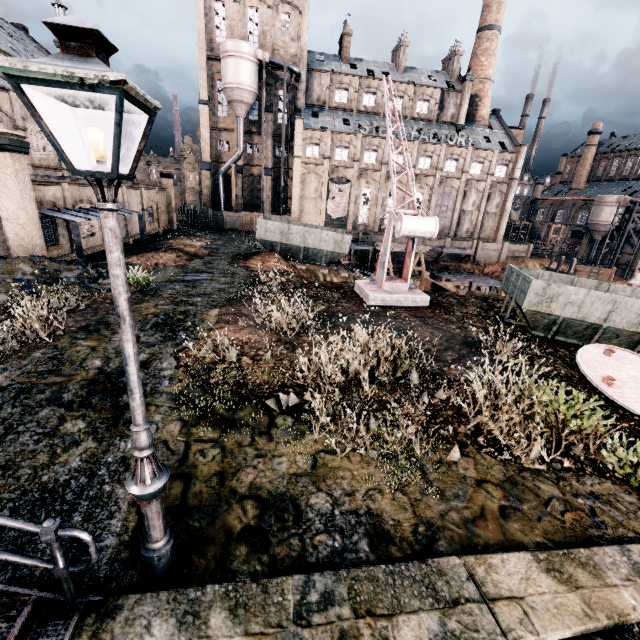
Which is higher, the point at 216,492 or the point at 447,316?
the point at 447,316

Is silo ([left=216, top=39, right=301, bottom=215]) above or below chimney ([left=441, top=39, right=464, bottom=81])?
below

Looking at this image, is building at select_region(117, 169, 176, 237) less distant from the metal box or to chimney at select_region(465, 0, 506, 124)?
chimney at select_region(465, 0, 506, 124)

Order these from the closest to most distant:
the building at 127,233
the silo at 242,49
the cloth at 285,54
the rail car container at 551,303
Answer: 1. the rail car container at 551,303
2. the building at 127,233
3. the silo at 242,49
4. the cloth at 285,54

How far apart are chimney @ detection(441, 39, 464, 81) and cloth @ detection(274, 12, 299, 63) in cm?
2539

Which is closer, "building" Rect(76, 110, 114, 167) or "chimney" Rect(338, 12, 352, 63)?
"building" Rect(76, 110, 114, 167)

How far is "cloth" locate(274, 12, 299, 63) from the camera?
45.28m

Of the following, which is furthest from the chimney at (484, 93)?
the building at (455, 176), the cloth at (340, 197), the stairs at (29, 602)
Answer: the stairs at (29, 602)
